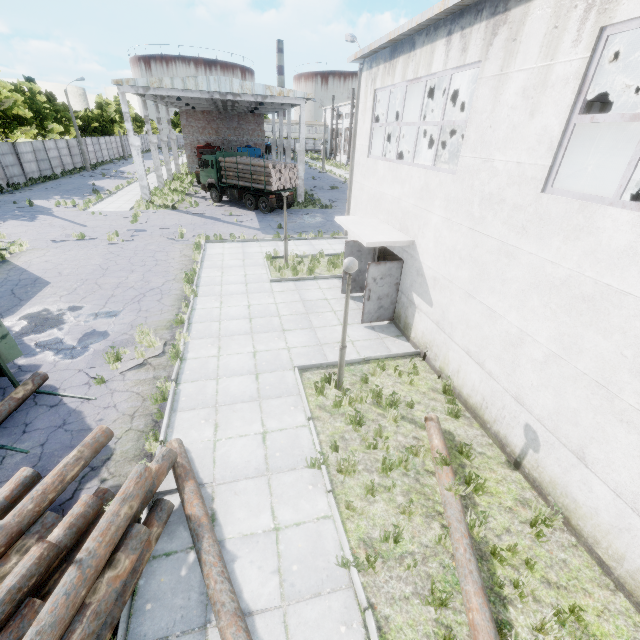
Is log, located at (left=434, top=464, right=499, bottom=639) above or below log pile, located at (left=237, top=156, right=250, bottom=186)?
below

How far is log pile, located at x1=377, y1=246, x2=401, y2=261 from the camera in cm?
1365

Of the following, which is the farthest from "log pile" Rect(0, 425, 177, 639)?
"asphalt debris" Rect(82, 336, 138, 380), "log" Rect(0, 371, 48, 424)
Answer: "asphalt debris" Rect(82, 336, 138, 380)

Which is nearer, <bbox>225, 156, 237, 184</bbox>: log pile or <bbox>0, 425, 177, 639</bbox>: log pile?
<bbox>0, 425, 177, 639</bbox>: log pile

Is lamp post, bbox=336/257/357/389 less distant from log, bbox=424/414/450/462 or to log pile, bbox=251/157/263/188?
log, bbox=424/414/450/462

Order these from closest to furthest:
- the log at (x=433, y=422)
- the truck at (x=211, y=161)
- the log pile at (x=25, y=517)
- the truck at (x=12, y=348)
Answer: the log pile at (x=25, y=517), the log at (x=433, y=422), the truck at (x=12, y=348), the truck at (x=211, y=161)

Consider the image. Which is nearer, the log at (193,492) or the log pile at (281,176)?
the log at (193,492)

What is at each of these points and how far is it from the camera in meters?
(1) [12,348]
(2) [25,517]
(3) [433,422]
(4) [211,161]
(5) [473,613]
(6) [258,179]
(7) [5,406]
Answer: (1) truck, 7.6
(2) log pile, 4.5
(3) log, 6.9
(4) truck, 40.6
(5) log, 4.2
(6) log pile, 23.8
(7) log, 6.8
